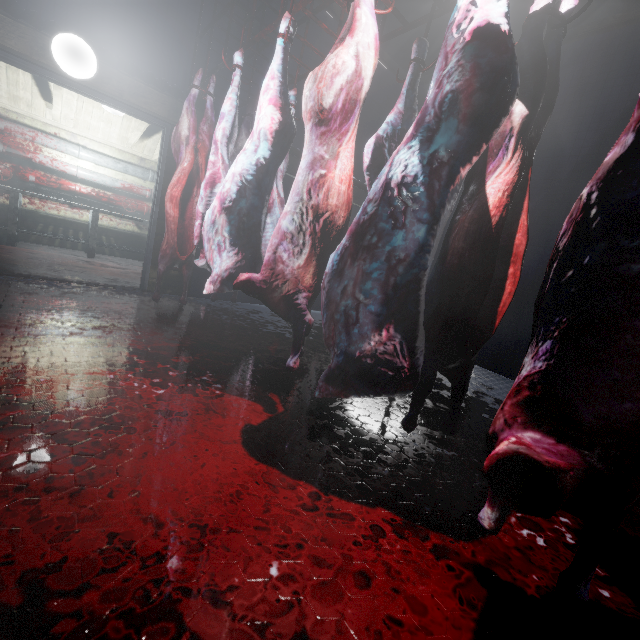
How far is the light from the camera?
2.65m

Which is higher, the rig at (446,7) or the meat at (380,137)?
the rig at (446,7)

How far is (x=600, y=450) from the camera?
0.7 meters

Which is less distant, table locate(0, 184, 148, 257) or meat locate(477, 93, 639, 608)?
meat locate(477, 93, 639, 608)

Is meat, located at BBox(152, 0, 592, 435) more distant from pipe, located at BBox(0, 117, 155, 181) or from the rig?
pipe, located at BBox(0, 117, 155, 181)

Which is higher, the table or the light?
the light

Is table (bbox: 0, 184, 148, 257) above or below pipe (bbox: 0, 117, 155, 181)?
below

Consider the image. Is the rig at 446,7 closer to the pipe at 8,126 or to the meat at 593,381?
the meat at 593,381
